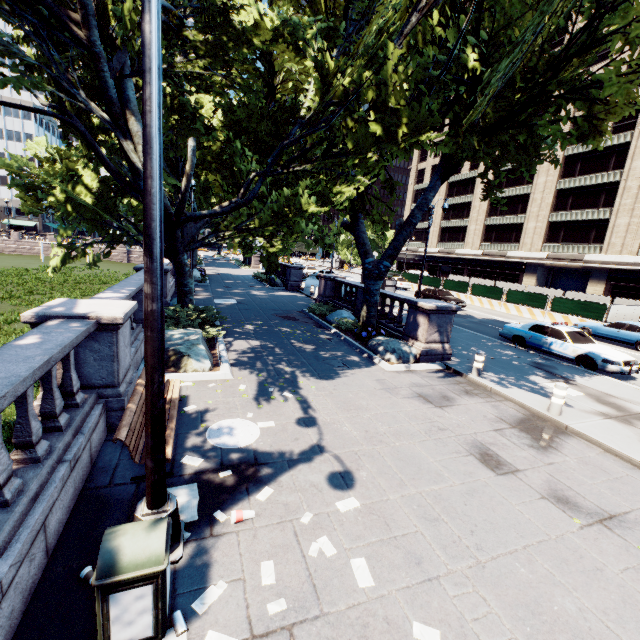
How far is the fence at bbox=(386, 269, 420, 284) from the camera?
40.56m

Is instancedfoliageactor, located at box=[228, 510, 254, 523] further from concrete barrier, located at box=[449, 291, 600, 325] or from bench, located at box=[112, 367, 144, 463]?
concrete barrier, located at box=[449, 291, 600, 325]

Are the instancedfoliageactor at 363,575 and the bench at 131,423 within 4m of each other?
yes

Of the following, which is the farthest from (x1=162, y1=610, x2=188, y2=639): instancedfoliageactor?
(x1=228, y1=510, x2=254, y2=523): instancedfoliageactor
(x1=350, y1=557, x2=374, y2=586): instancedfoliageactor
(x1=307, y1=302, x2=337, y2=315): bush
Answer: (x1=307, y1=302, x2=337, y2=315): bush

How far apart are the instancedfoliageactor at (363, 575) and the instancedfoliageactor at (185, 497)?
2.1m

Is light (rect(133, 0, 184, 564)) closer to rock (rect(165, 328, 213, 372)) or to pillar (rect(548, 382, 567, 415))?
rock (rect(165, 328, 213, 372))

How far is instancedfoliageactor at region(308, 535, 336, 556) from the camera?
4.0m

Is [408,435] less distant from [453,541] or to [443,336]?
[453,541]
